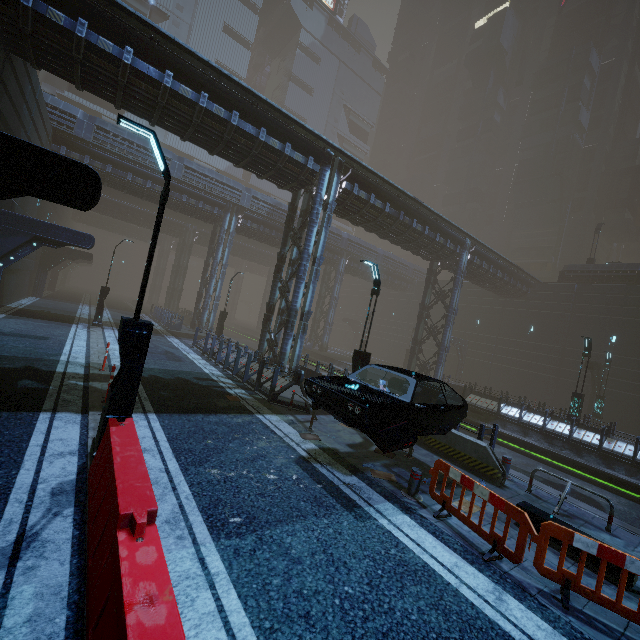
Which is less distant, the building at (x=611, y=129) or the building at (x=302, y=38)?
the building at (x=611, y=129)

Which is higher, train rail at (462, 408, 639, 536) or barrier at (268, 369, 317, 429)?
barrier at (268, 369, 317, 429)

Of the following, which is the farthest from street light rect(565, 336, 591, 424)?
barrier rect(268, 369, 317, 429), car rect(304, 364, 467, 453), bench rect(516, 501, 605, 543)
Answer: barrier rect(268, 369, 317, 429)

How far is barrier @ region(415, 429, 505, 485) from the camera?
8.54m

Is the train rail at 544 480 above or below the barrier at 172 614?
below

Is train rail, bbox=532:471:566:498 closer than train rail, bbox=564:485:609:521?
No

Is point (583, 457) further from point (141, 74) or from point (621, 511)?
point (141, 74)

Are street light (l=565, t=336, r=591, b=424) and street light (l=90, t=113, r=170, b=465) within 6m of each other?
no
